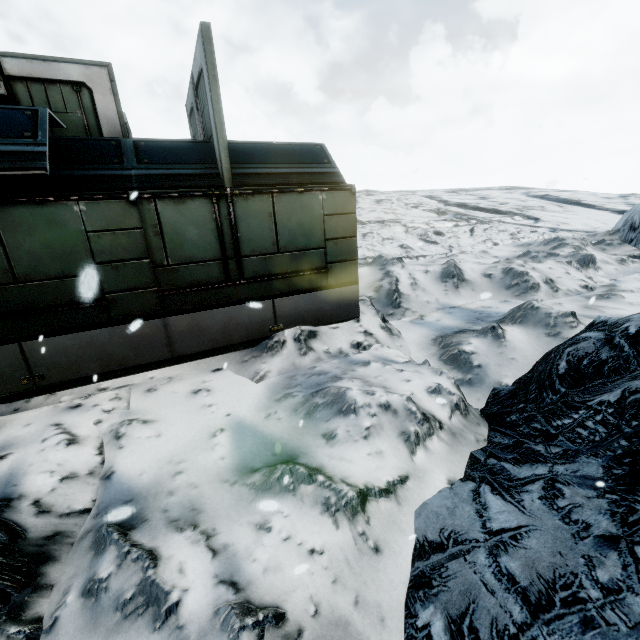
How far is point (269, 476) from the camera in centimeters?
305cm
